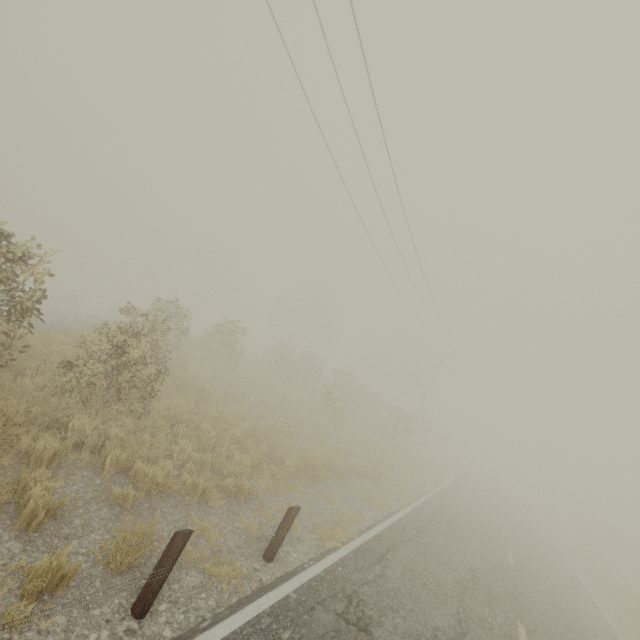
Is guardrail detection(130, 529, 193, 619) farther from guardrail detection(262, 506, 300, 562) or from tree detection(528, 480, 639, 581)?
tree detection(528, 480, 639, 581)

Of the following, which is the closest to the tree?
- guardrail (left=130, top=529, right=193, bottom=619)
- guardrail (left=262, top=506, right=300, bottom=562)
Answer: guardrail (left=262, top=506, right=300, bottom=562)

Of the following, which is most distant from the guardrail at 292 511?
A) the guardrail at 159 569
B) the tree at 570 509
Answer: the tree at 570 509

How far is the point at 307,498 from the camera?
8.78m
